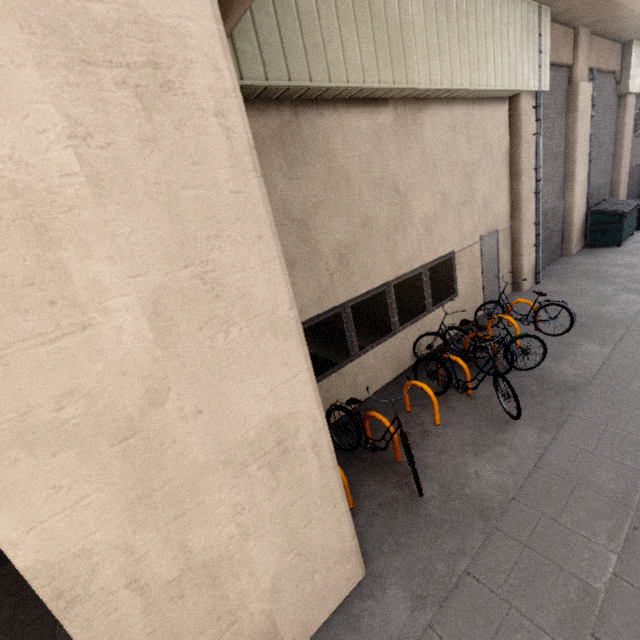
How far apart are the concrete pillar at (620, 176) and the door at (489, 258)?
11.17m

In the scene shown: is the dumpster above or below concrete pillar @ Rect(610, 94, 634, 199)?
below

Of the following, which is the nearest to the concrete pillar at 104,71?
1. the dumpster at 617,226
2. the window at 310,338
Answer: the window at 310,338

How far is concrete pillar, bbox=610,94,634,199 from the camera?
13.6m

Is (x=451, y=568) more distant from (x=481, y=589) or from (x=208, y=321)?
(x=208, y=321)

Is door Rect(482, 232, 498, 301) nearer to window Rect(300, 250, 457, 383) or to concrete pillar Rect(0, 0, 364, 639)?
window Rect(300, 250, 457, 383)

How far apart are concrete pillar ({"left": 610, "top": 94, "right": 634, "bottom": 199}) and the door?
11.17m

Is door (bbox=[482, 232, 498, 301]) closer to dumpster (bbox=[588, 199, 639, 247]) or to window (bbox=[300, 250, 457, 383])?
window (bbox=[300, 250, 457, 383])
